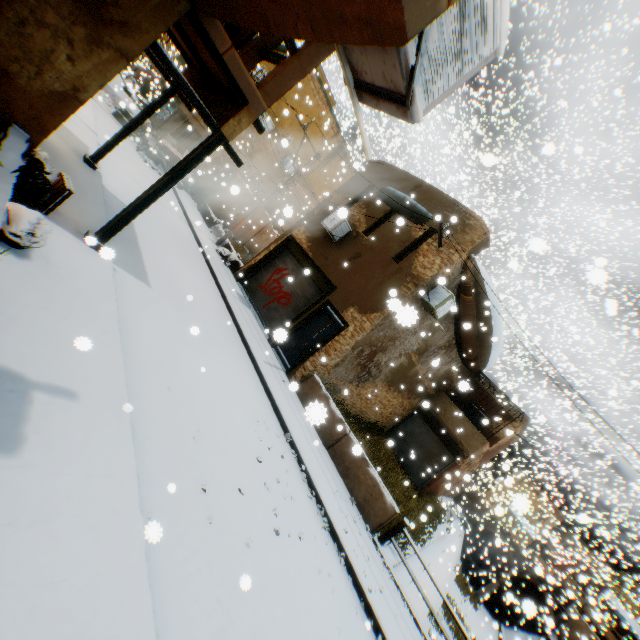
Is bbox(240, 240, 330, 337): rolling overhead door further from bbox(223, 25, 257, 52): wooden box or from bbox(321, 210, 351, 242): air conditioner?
bbox(223, 25, 257, 52): wooden box

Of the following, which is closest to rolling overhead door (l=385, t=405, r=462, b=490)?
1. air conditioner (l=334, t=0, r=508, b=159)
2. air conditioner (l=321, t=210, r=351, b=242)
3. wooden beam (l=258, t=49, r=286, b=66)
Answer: air conditioner (l=321, t=210, r=351, b=242)

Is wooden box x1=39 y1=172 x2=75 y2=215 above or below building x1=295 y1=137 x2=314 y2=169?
below

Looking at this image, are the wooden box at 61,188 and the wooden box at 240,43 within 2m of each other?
no

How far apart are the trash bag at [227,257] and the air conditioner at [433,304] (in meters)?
2.23

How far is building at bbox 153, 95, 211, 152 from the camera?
21.05m

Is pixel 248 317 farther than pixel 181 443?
Yes

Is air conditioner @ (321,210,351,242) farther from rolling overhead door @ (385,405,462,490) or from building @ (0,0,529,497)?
rolling overhead door @ (385,405,462,490)
